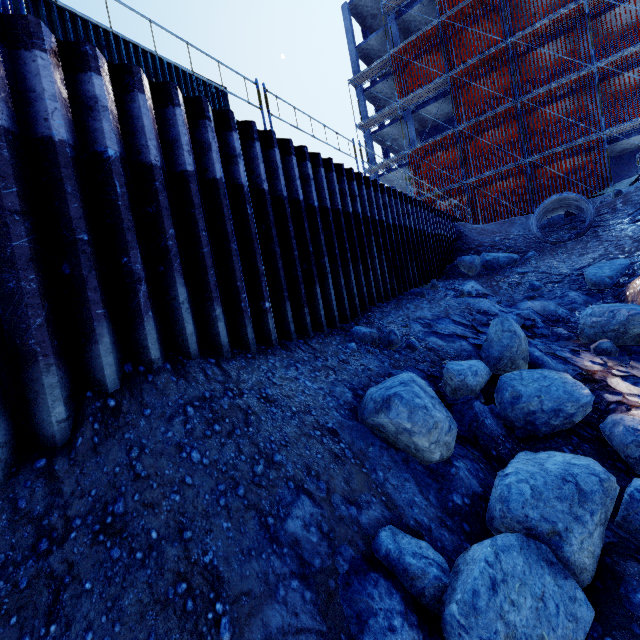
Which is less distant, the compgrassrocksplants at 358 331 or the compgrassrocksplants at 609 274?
the compgrassrocksplants at 358 331

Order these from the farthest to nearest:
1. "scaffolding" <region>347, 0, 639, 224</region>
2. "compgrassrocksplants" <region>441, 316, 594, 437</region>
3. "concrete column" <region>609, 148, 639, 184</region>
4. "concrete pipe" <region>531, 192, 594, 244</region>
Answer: "concrete column" <region>609, 148, 639, 184</region> < "scaffolding" <region>347, 0, 639, 224</region> < "concrete pipe" <region>531, 192, 594, 244</region> < "compgrassrocksplants" <region>441, 316, 594, 437</region>

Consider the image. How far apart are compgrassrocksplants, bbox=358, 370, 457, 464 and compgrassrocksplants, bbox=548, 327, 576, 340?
5.34m

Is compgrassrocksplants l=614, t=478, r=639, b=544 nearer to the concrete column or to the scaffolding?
the scaffolding

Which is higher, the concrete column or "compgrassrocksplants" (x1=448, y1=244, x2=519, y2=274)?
the concrete column

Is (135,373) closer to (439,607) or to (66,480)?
(66,480)

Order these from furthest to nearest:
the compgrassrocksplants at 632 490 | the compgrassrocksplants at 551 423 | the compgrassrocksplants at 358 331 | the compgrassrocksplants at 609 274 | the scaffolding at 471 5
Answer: the scaffolding at 471 5, the compgrassrocksplants at 609 274, the compgrassrocksplants at 358 331, the compgrassrocksplants at 551 423, the compgrassrocksplants at 632 490

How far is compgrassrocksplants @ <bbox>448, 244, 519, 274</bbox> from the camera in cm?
1335
